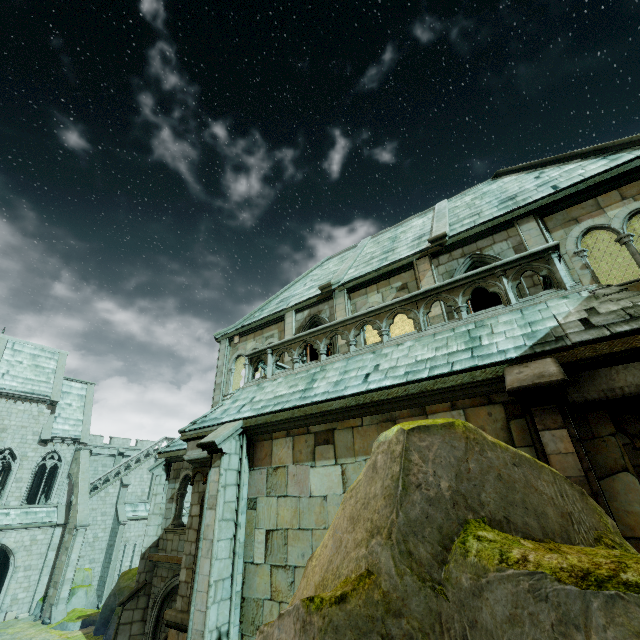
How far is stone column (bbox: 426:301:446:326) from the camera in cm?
986

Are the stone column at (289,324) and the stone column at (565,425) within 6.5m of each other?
no

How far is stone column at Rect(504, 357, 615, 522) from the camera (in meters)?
4.02

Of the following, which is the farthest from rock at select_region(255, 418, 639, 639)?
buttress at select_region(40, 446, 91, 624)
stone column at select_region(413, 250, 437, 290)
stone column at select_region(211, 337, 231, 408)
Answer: buttress at select_region(40, 446, 91, 624)

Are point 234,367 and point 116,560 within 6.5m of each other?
no

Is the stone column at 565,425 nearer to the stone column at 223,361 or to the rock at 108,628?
the stone column at 223,361

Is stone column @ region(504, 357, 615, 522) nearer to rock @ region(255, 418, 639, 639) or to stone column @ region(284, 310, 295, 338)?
rock @ region(255, 418, 639, 639)

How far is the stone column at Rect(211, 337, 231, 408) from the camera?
14.78m
